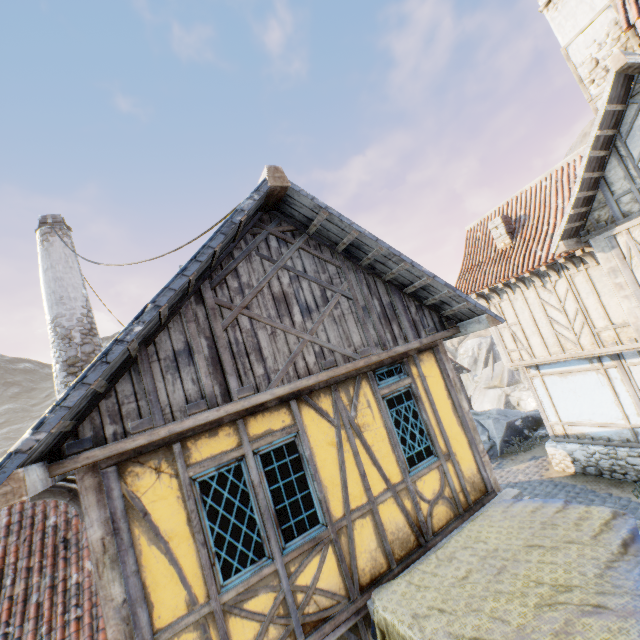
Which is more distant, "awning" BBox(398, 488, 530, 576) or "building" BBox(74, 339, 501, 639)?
"awning" BBox(398, 488, 530, 576)

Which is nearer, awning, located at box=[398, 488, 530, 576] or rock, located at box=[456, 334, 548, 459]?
awning, located at box=[398, 488, 530, 576]

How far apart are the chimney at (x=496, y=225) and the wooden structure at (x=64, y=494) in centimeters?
1310cm

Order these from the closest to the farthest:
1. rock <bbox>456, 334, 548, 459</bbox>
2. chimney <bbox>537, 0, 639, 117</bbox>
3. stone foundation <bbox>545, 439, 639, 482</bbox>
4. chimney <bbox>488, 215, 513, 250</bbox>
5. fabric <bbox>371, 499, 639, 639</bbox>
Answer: fabric <bbox>371, 499, 639, 639</bbox>, chimney <bbox>537, 0, 639, 117</bbox>, stone foundation <bbox>545, 439, 639, 482</bbox>, chimney <bbox>488, 215, 513, 250</bbox>, rock <bbox>456, 334, 548, 459</bbox>

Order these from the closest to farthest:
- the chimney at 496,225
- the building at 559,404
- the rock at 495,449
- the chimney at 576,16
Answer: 1. the building at 559,404
2. the chimney at 576,16
3. the chimney at 496,225
4. the rock at 495,449

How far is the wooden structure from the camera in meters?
3.5 m

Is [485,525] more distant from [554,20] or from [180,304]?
[554,20]

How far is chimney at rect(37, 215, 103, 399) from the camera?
7.6m
